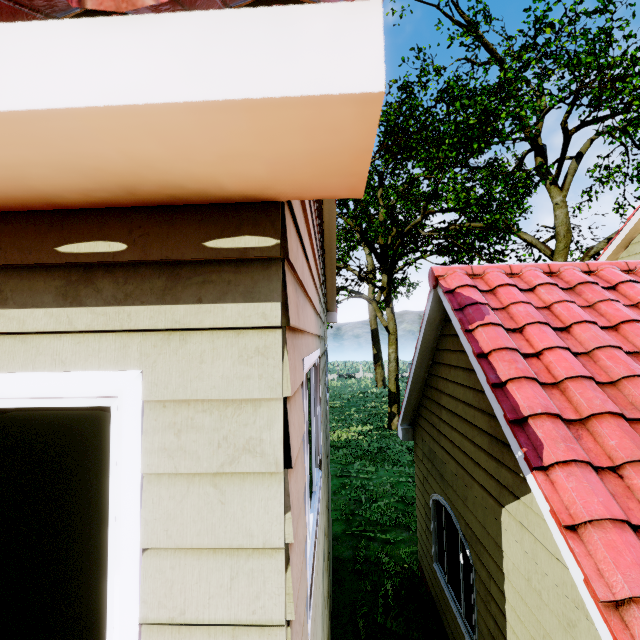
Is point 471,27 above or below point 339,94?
above
